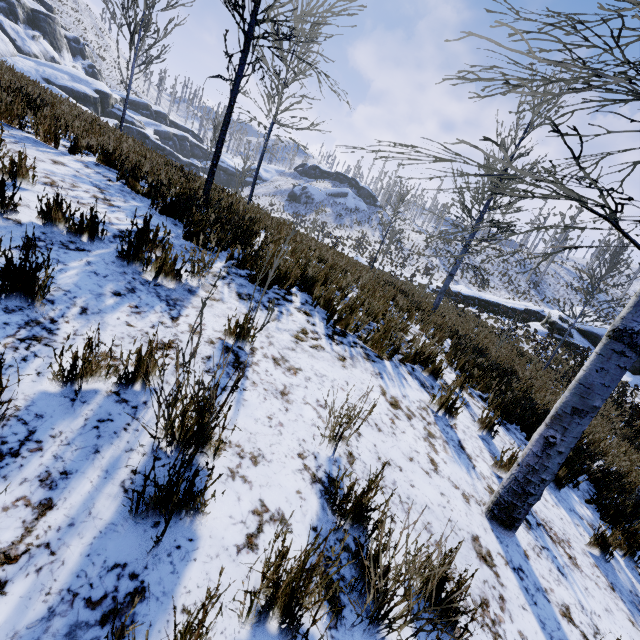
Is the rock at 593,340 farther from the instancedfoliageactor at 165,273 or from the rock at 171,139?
the rock at 171,139

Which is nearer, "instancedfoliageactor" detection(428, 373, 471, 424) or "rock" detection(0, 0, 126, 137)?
"instancedfoliageactor" detection(428, 373, 471, 424)

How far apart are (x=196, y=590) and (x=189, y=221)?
3.8 meters

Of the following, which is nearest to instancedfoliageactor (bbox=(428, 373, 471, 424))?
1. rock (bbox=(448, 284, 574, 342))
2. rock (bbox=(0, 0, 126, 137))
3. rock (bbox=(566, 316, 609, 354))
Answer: → rock (bbox=(566, 316, 609, 354))

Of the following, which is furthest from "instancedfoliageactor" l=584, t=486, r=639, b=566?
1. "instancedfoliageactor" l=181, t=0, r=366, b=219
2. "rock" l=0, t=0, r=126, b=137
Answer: "rock" l=0, t=0, r=126, b=137

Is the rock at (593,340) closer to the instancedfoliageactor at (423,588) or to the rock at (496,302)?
the rock at (496,302)

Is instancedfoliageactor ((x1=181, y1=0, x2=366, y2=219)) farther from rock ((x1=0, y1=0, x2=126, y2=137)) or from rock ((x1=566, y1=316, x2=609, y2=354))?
rock ((x1=566, y1=316, x2=609, y2=354))

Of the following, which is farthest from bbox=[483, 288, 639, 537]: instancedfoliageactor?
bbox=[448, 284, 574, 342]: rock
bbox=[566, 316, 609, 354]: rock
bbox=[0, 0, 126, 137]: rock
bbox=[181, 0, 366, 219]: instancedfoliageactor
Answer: bbox=[448, 284, 574, 342]: rock
